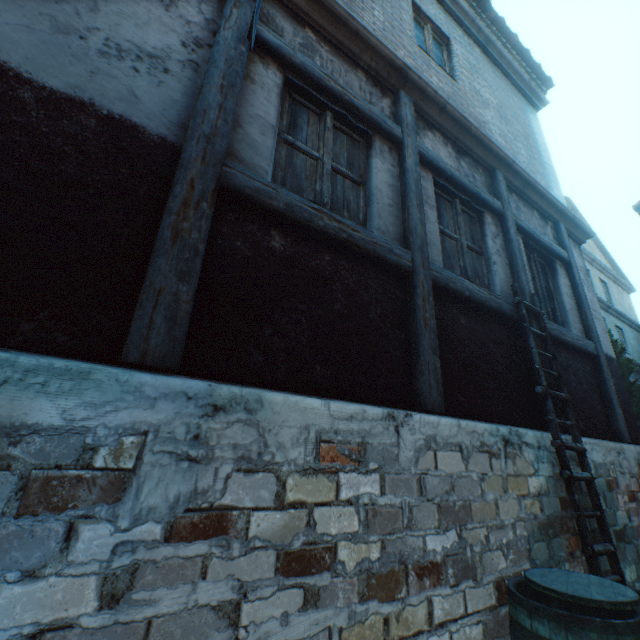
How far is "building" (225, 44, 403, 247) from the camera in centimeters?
245cm

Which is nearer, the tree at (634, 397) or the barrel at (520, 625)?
the barrel at (520, 625)

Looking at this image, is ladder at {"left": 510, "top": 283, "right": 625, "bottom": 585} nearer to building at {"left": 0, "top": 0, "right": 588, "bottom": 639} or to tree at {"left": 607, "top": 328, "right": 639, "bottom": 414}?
building at {"left": 0, "top": 0, "right": 588, "bottom": 639}

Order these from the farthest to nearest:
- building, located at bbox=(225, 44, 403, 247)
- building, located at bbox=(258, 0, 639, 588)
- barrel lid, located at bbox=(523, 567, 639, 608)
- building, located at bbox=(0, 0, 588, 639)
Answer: building, located at bbox=(258, 0, 639, 588) < building, located at bbox=(225, 44, 403, 247) < barrel lid, located at bbox=(523, 567, 639, 608) < building, located at bbox=(0, 0, 588, 639)

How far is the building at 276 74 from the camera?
2.45m

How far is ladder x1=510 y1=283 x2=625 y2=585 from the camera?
2.82m

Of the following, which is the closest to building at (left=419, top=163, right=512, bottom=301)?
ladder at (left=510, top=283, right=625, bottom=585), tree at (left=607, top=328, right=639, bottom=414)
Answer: ladder at (left=510, top=283, right=625, bottom=585)

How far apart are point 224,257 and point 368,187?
1.8 meters
